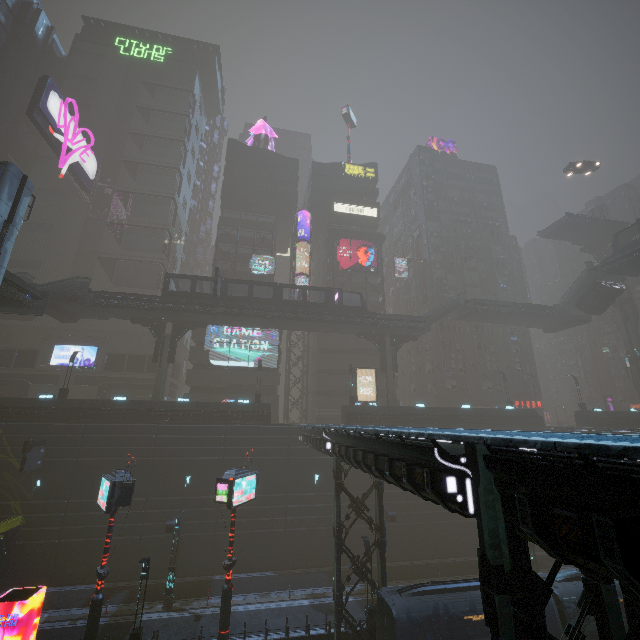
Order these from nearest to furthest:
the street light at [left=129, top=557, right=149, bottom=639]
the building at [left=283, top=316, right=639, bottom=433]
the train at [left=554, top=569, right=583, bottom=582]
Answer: the street light at [left=129, top=557, right=149, bottom=639] < the train at [left=554, top=569, right=583, bottom=582] < the building at [left=283, top=316, right=639, bottom=433]

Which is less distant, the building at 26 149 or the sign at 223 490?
the sign at 223 490

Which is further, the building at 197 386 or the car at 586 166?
the car at 586 166

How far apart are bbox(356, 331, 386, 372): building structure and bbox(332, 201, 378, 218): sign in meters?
22.7

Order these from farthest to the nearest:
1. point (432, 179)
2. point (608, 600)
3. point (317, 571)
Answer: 1. point (432, 179)
2. point (317, 571)
3. point (608, 600)

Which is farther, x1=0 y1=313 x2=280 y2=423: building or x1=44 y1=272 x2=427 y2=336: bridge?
x1=44 y1=272 x2=427 y2=336: bridge

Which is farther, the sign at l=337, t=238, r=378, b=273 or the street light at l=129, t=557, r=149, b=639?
the sign at l=337, t=238, r=378, b=273

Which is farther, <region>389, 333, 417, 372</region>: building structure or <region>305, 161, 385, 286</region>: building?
<region>305, 161, 385, 286</region>: building
